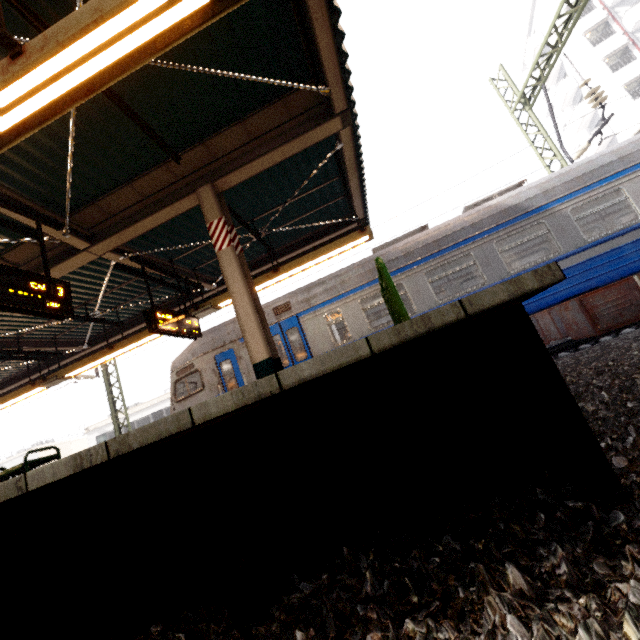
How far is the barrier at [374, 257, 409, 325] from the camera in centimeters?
348cm

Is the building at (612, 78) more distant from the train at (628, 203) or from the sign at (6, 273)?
the sign at (6, 273)

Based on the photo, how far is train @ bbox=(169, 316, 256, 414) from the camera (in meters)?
8.55

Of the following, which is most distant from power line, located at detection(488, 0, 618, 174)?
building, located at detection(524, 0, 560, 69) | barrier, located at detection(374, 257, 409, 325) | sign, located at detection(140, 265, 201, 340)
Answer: building, located at detection(524, 0, 560, 69)

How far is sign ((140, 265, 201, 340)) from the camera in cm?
631

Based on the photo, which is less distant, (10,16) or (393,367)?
(393,367)

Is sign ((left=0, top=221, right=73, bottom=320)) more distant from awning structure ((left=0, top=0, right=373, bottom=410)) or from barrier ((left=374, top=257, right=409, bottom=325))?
barrier ((left=374, top=257, right=409, bottom=325))

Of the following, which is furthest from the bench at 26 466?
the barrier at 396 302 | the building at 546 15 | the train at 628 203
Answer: the building at 546 15
